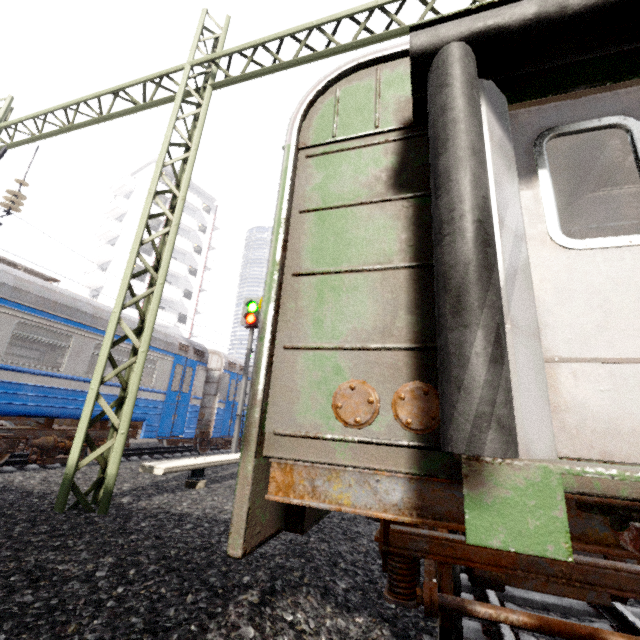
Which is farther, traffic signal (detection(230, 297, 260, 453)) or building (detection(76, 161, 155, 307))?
building (detection(76, 161, 155, 307))

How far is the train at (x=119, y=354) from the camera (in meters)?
8.72

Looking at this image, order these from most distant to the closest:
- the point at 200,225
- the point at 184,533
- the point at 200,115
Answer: the point at 200,225 < the point at 200,115 < the point at 184,533

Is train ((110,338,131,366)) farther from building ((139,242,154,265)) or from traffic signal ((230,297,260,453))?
building ((139,242,154,265))

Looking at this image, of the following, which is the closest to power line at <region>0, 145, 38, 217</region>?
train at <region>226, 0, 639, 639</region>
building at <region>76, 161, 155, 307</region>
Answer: train at <region>226, 0, 639, 639</region>

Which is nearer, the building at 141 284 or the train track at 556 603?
the train track at 556 603

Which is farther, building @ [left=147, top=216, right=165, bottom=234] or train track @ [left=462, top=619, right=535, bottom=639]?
building @ [left=147, top=216, right=165, bottom=234]
